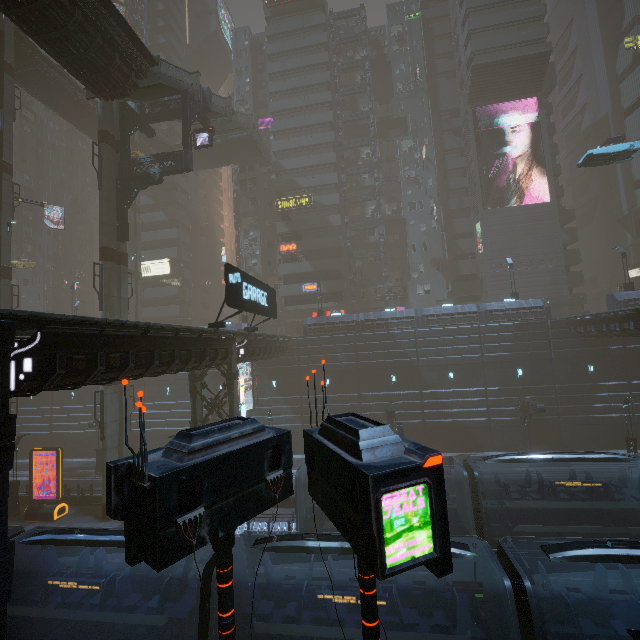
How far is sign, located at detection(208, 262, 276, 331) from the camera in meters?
14.6

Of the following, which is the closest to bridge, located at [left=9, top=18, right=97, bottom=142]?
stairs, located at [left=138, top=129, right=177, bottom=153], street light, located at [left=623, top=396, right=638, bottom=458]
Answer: stairs, located at [left=138, top=129, right=177, bottom=153]

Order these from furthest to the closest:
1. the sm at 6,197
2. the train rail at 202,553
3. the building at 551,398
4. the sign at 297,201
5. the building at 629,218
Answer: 1. the sign at 297,201
2. the building at 629,218
3. the sm at 6,197
4. the building at 551,398
5. the train rail at 202,553

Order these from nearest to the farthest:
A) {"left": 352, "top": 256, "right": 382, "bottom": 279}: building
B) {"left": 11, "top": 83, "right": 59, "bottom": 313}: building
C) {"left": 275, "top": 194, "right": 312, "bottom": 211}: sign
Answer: {"left": 275, "top": 194, "right": 312, "bottom": 211}: sign < {"left": 352, "top": 256, "right": 382, "bottom": 279}: building < {"left": 11, "top": 83, "right": 59, "bottom": 313}: building

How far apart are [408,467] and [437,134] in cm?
5674

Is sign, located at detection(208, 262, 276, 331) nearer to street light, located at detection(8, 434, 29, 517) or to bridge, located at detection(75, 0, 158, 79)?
bridge, located at detection(75, 0, 158, 79)

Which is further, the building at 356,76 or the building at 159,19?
the building at 159,19

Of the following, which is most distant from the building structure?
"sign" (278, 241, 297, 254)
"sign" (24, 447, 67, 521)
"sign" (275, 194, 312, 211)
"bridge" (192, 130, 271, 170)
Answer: "sign" (278, 241, 297, 254)
